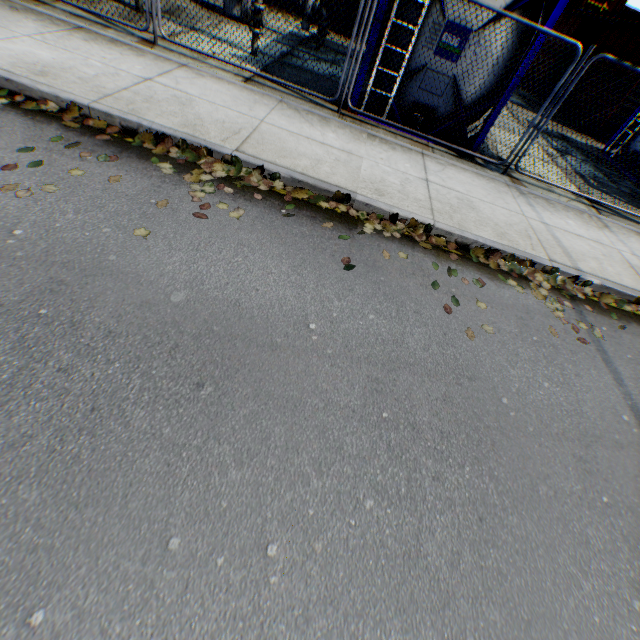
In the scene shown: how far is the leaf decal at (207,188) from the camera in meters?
3.7

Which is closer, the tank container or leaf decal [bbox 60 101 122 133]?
leaf decal [bbox 60 101 122 133]

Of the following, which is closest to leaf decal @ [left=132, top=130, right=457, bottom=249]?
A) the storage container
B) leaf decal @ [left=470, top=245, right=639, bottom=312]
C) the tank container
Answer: leaf decal @ [left=470, top=245, right=639, bottom=312]

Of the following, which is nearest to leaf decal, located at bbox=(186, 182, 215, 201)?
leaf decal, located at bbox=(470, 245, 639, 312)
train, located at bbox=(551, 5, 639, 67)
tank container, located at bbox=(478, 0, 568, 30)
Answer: leaf decal, located at bbox=(470, 245, 639, 312)

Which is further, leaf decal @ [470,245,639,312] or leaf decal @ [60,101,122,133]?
leaf decal @ [470,245,639,312]

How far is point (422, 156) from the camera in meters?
6.3 m

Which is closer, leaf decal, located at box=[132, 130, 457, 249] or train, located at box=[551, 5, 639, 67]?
leaf decal, located at box=[132, 130, 457, 249]

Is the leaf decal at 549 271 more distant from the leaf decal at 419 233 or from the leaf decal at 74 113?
the leaf decal at 74 113
